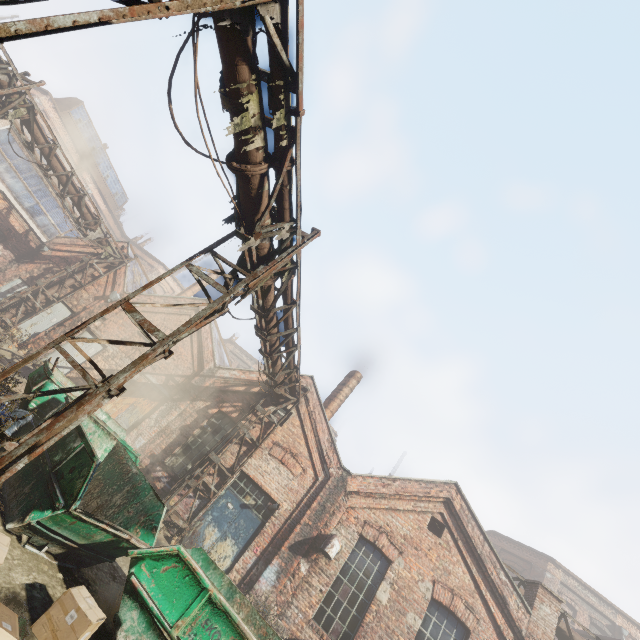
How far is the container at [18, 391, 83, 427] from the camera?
6.88m

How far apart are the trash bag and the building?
10.7m

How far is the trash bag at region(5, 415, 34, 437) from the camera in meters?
6.3

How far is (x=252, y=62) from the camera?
4.29m

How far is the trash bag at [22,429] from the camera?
6.3m

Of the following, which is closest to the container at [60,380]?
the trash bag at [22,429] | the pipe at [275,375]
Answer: the trash bag at [22,429]

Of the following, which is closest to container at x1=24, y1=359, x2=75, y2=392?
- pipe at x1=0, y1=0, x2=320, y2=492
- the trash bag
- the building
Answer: the trash bag

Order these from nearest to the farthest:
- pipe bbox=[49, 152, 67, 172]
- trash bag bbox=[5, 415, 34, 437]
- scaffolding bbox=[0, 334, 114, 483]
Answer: scaffolding bbox=[0, 334, 114, 483] < trash bag bbox=[5, 415, 34, 437] < pipe bbox=[49, 152, 67, 172]
